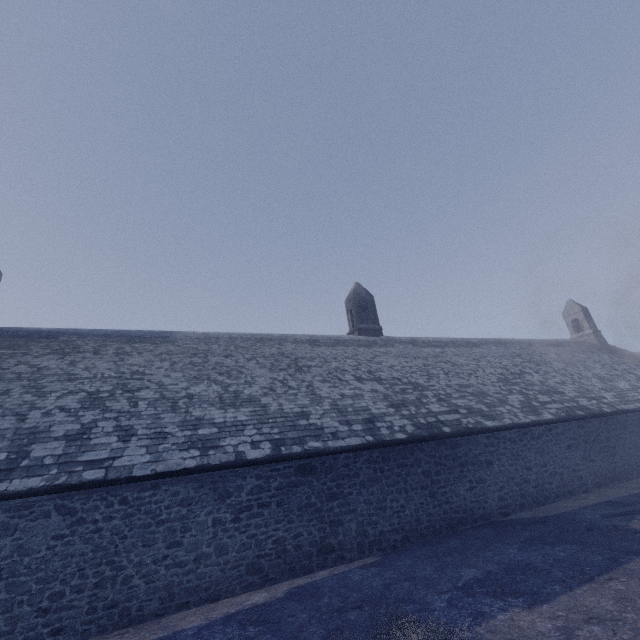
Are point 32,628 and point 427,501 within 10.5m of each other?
yes
